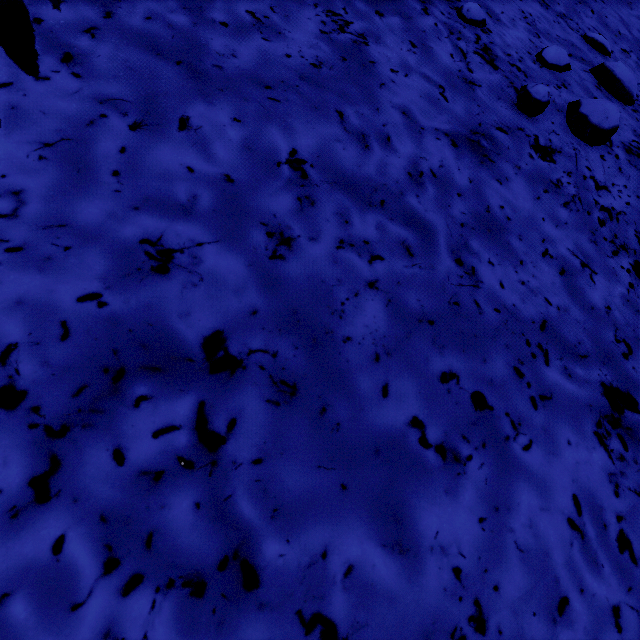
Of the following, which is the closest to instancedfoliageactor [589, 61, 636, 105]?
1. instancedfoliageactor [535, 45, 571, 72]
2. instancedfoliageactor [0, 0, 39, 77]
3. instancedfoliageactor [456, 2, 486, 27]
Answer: instancedfoliageactor [535, 45, 571, 72]

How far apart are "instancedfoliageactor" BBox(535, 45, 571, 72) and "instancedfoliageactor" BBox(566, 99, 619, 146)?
0.3m

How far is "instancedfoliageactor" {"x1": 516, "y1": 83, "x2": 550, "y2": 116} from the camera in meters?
1.3

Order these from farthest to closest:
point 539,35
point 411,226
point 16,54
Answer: point 539,35, point 411,226, point 16,54

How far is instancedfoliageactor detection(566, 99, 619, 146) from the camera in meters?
1.3

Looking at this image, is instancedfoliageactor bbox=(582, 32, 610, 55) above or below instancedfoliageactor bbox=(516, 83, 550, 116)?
above

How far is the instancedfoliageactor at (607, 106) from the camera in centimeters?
135cm

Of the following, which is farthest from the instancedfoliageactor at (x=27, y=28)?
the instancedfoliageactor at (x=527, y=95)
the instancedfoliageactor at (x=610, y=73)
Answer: the instancedfoliageactor at (x=610, y=73)
